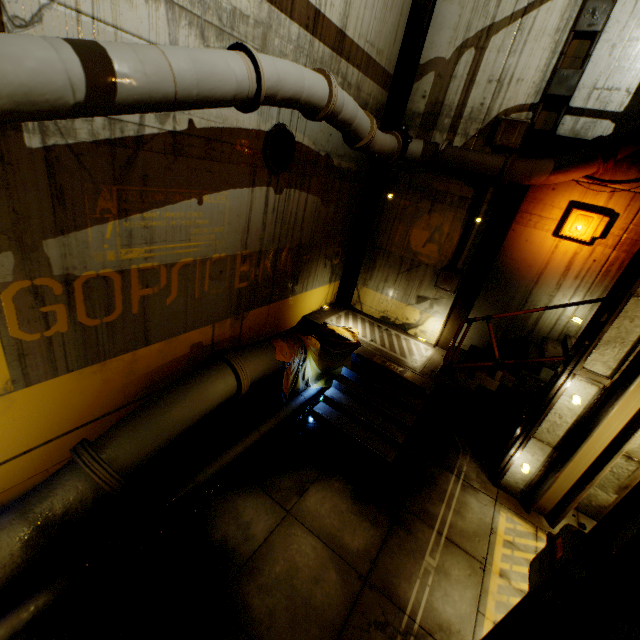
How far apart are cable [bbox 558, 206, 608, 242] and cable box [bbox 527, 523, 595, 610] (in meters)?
6.11

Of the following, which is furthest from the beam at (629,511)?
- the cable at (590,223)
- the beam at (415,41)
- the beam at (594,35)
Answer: the beam at (415,41)

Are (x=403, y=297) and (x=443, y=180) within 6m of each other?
yes

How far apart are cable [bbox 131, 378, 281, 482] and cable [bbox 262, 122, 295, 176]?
4.75m

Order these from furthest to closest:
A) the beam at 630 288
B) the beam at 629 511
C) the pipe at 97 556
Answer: the beam at 630 288, the pipe at 97 556, the beam at 629 511

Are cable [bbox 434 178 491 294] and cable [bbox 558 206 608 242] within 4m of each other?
yes

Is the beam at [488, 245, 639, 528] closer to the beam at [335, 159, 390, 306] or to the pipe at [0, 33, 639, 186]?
the pipe at [0, 33, 639, 186]

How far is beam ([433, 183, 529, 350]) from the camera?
7.4m
